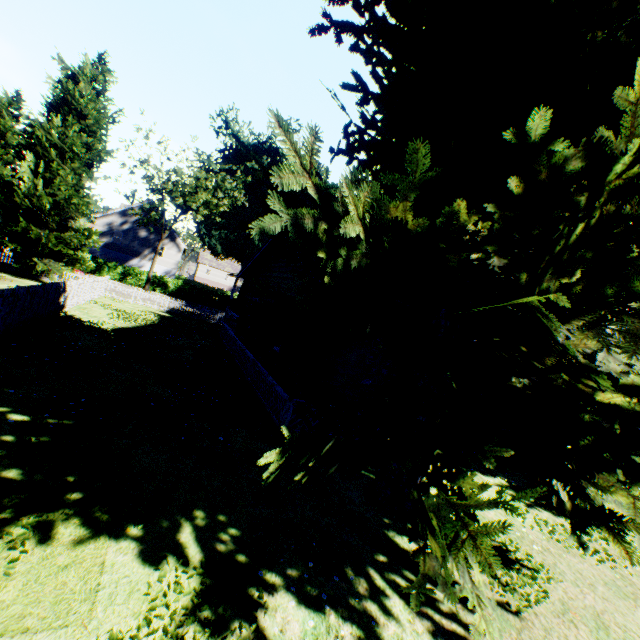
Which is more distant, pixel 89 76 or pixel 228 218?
pixel 89 76

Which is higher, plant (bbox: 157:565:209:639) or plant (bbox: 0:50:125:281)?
plant (bbox: 0:50:125:281)

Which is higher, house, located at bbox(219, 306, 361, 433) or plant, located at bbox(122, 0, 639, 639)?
plant, located at bbox(122, 0, 639, 639)

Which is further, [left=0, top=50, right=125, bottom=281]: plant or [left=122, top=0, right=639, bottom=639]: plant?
[left=0, top=50, right=125, bottom=281]: plant

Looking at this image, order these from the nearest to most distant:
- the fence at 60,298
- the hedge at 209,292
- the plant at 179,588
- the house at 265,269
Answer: the plant at 179,588
the fence at 60,298
the house at 265,269
the hedge at 209,292

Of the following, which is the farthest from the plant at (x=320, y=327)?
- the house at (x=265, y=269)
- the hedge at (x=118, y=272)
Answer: the hedge at (x=118, y=272)

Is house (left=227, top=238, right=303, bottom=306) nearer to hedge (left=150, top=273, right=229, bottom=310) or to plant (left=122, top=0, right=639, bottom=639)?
plant (left=122, top=0, right=639, bottom=639)
